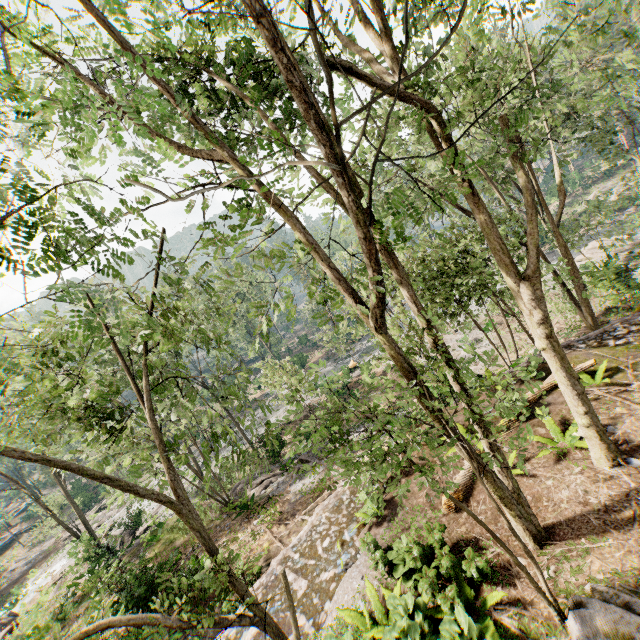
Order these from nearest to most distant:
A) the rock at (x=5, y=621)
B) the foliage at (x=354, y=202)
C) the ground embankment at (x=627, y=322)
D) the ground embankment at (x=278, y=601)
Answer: the foliage at (x=354, y=202) < the ground embankment at (x=278, y=601) < the ground embankment at (x=627, y=322) < the rock at (x=5, y=621)

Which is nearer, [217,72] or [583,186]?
[217,72]

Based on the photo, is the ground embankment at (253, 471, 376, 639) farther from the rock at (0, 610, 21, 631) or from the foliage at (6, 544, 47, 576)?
the rock at (0, 610, 21, 631)

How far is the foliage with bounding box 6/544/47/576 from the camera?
37.6m

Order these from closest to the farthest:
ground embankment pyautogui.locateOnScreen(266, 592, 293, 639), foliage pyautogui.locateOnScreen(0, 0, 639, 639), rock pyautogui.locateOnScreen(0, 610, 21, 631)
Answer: foliage pyautogui.locateOnScreen(0, 0, 639, 639) < ground embankment pyautogui.locateOnScreen(266, 592, 293, 639) < rock pyautogui.locateOnScreen(0, 610, 21, 631)

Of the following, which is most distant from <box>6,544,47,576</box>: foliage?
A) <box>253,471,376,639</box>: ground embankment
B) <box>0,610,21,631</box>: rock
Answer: <box>253,471,376,639</box>: ground embankment

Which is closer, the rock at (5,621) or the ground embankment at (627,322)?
the ground embankment at (627,322)

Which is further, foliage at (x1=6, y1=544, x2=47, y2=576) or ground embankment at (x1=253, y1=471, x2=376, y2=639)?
foliage at (x1=6, y1=544, x2=47, y2=576)
